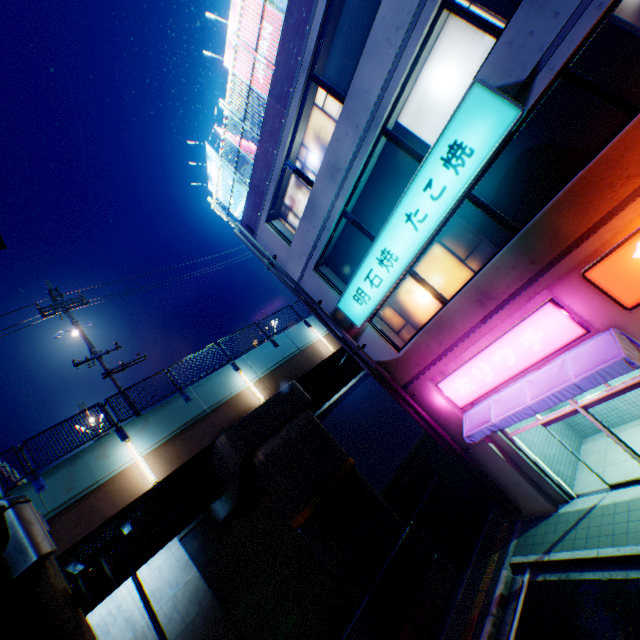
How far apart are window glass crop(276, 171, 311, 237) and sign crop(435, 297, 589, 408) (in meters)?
7.57

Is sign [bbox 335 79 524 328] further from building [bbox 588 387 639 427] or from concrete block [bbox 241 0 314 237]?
concrete block [bbox 241 0 314 237]

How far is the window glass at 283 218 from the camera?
12.25m

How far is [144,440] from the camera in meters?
12.1 m

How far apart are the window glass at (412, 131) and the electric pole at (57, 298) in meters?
13.4 m

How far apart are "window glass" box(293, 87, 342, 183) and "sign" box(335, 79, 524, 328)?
3.05m

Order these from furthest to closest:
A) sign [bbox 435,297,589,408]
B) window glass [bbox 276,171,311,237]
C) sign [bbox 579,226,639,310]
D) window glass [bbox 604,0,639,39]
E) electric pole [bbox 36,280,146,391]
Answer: electric pole [bbox 36,280,146,391] < window glass [bbox 276,171,311,237] < sign [bbox 435,297,589,408] < sign [bbox 579,226,639,310] < window glass [bbox 604,0,639,39]

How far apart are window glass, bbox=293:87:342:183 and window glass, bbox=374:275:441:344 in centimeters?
437cm
